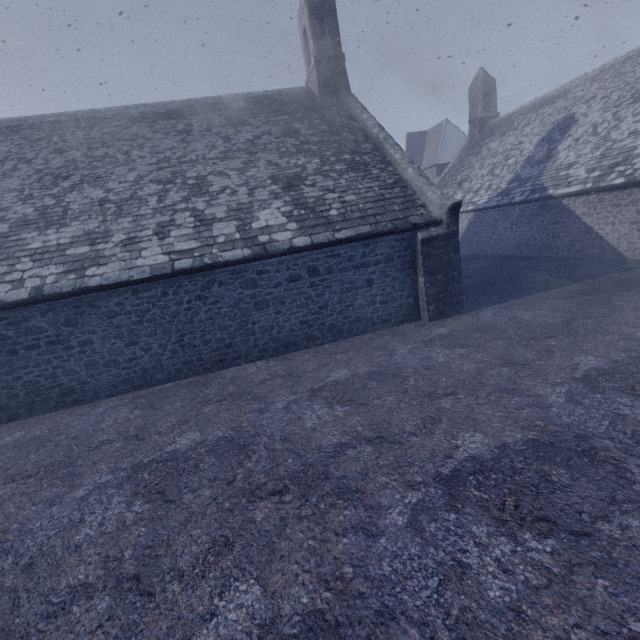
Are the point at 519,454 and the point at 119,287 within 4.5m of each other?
no
